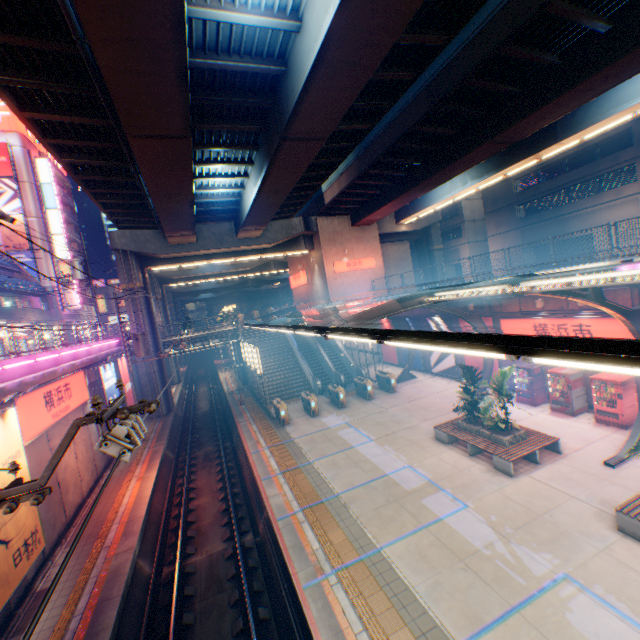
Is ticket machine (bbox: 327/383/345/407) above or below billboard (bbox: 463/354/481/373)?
below

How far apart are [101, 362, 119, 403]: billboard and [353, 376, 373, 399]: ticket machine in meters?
15.0 m

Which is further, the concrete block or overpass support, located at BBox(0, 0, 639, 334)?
the concrete block

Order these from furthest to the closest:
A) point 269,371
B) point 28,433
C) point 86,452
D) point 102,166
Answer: point 269,371
point 102,166
point 86,452
point 28,433

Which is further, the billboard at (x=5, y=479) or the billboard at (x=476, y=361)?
the billboard at (x=476, y=361)

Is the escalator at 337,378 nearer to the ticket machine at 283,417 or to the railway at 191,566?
the ticket machine at 283,417

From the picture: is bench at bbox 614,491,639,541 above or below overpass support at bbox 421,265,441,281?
below

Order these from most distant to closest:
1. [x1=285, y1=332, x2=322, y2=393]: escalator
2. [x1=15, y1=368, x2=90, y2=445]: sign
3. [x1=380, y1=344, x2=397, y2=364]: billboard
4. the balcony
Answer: [x1=380, y1=344, x2=397, y2=364]: billboard, the balcony, [x1=285, y1=332, x2=322, y2=393]: escalator, [x1=15, y1=368, x2=90, y2=445]: sign
